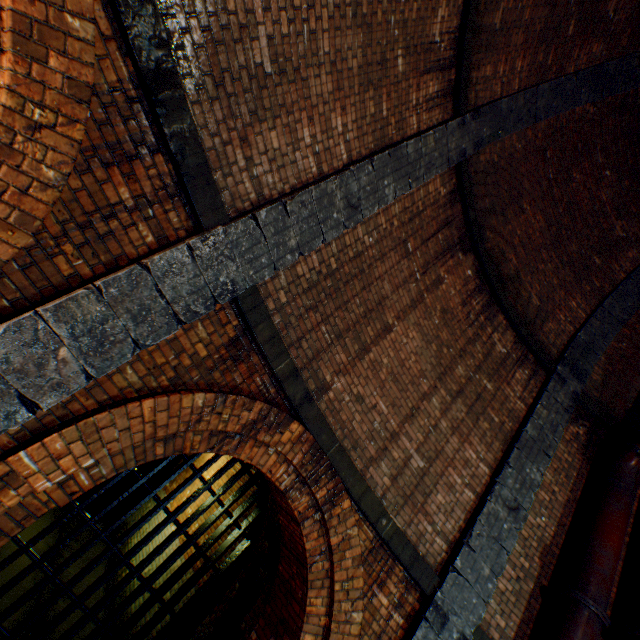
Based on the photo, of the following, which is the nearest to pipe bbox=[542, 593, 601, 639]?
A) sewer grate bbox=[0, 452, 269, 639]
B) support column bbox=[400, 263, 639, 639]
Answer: support column bbox=[400, 263, 639, 639]

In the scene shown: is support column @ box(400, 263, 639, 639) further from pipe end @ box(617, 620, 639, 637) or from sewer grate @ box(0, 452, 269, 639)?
sewer grate @ box(0, 452, 269, 639)

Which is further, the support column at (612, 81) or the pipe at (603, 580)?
the pipe at (603, 580)

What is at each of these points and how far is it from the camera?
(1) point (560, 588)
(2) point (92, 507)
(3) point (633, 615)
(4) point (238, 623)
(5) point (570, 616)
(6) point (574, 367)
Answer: (1) pipe end, 4.5 meters
(2) building tunnel, 11.6 meters
(3) pipe, 4.4 meters
(4) building tunnel, 5.3 meters
(5) pipe, 4.3 meters
(6) support column, 6.9 meters

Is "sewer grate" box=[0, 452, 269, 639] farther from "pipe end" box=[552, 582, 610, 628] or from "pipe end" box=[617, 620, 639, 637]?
"pipe end" box=[617, 620, 639, 637]

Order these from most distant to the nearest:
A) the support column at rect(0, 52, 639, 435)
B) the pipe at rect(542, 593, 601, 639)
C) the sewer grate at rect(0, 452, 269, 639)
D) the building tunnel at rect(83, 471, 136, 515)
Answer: A: the building tunnel at rect(83, 471, 136, 515), the sewer grate at rect(0, 452, 269, 639), the pipe at rect(542, 593, 601, 639), the support column at rect(0, 52, 639, 435)

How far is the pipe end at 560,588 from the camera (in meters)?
4.22

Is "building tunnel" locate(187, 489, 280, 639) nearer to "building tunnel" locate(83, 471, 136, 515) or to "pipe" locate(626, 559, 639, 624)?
"pipe" locate(626, 559, 639, 624)
